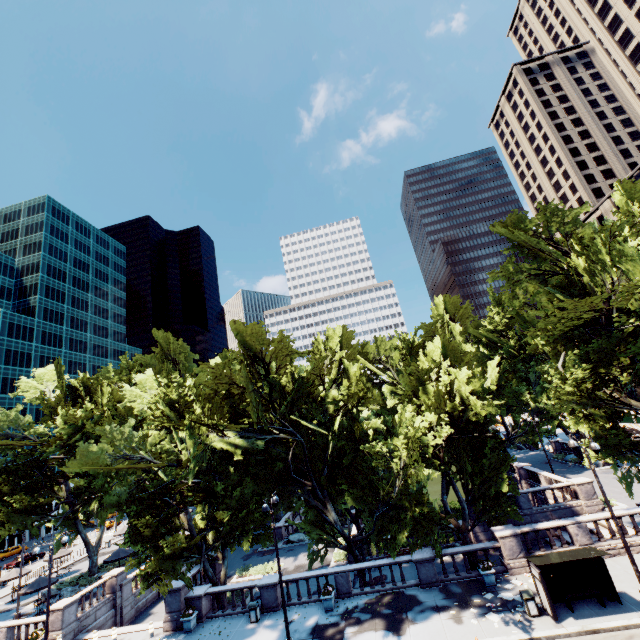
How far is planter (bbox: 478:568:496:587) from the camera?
18.73m

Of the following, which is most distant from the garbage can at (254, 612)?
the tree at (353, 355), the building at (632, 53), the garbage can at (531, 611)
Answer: the building at (632, 53)

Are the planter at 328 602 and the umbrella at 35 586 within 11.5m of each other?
no

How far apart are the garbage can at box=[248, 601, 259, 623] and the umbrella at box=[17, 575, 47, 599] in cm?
2234

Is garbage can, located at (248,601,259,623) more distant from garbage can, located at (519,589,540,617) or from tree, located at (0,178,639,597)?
garbage can, located at (519,589,540,617)

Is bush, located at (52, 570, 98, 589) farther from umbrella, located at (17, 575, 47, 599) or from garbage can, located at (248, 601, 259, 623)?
garbage can, located at (248, 601, 259, 623)

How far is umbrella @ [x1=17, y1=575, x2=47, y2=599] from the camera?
28.2m

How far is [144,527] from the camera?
19.03m
